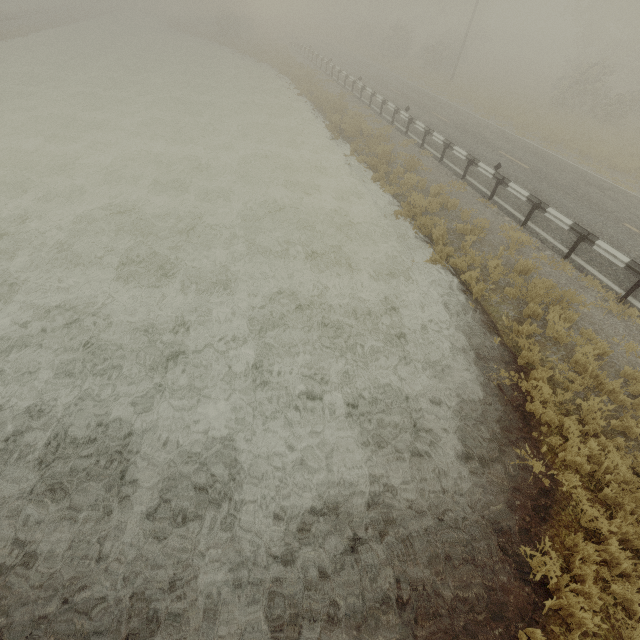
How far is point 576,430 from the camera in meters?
5.9 m
